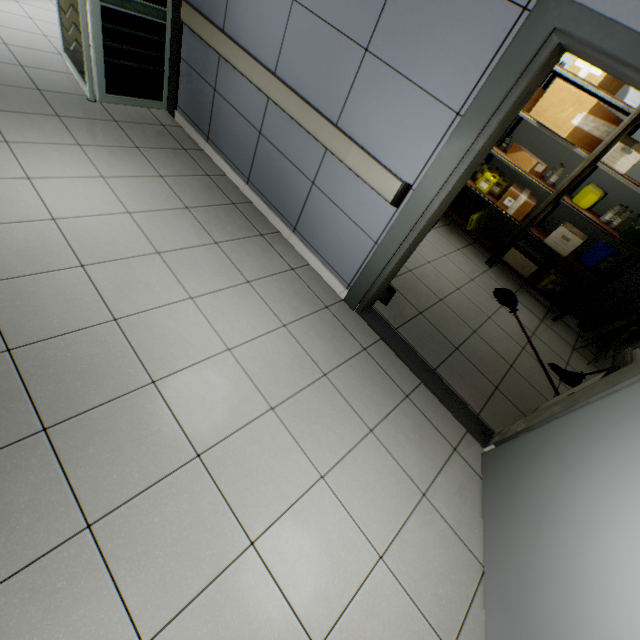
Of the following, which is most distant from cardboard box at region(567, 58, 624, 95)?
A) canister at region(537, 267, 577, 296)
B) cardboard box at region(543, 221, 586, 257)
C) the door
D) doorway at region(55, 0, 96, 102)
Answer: doorway at region(55, 0, 96, 102)

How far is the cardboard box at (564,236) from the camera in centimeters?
404cm

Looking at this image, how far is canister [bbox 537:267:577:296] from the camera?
4.4m

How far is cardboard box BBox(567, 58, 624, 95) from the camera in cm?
348

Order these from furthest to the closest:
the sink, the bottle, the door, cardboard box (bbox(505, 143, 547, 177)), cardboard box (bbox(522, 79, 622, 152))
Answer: the bottle → cardboard box (bbox(505, 143, 547, 177)) → cardboard box (bbox(522, 79, 622, 152)) → the sink → the door

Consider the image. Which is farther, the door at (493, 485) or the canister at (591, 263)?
the canister at (591, 263)

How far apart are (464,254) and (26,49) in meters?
6.0 m

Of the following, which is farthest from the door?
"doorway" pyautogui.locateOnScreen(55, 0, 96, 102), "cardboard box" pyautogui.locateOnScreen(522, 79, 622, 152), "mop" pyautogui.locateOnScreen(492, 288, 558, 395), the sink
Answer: "doorway" pyautogui.locateOnScreen(55, 0, 96, 102)
